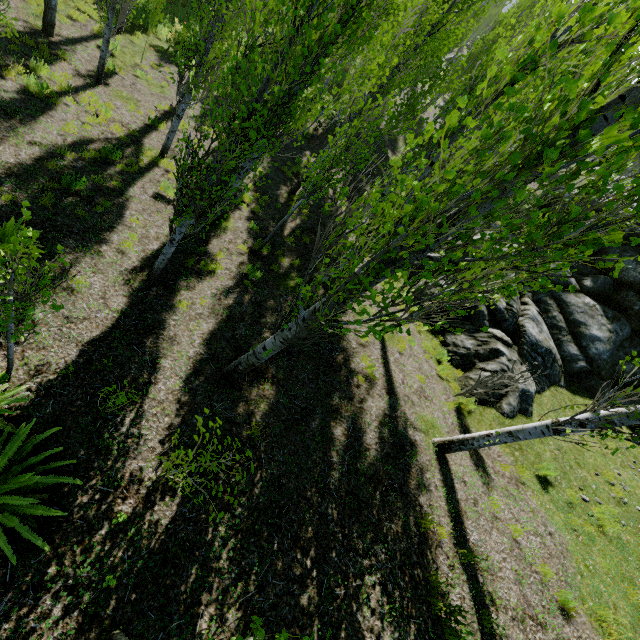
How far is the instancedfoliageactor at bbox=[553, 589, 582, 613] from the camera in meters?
5.9

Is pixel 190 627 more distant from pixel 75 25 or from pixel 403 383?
pixel 75 25

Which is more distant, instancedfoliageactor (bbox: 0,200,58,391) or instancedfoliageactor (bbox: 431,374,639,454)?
instancedfoliageactor (bbox: 431,374,639,454)

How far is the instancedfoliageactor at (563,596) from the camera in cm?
588

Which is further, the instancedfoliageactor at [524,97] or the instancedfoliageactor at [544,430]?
the instancedfoliageactor at [544,430]

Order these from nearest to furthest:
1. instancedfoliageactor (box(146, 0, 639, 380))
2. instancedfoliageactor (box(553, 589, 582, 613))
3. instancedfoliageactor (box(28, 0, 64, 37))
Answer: instancedfoliageactor (box(146, 0, 639, 380)) → instancedfoliageactor (box(553, 589, 582, 613)) → instancedfoliageactor (box(28, 0, 64, 37))
